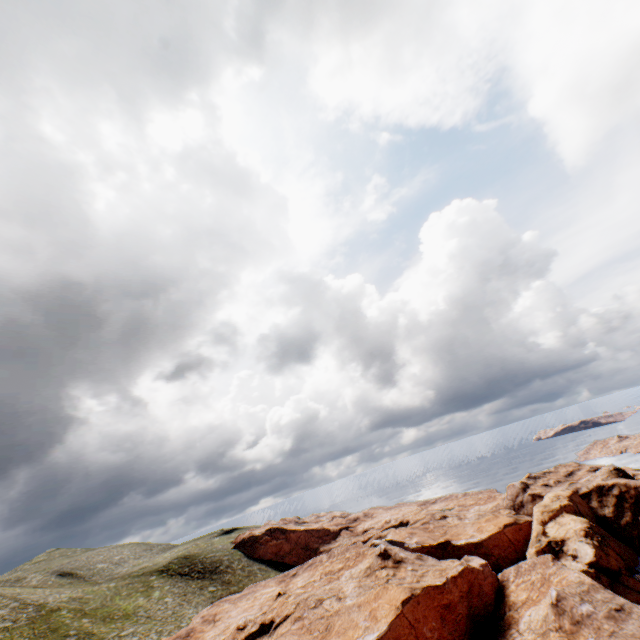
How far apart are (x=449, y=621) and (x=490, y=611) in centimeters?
958cm
